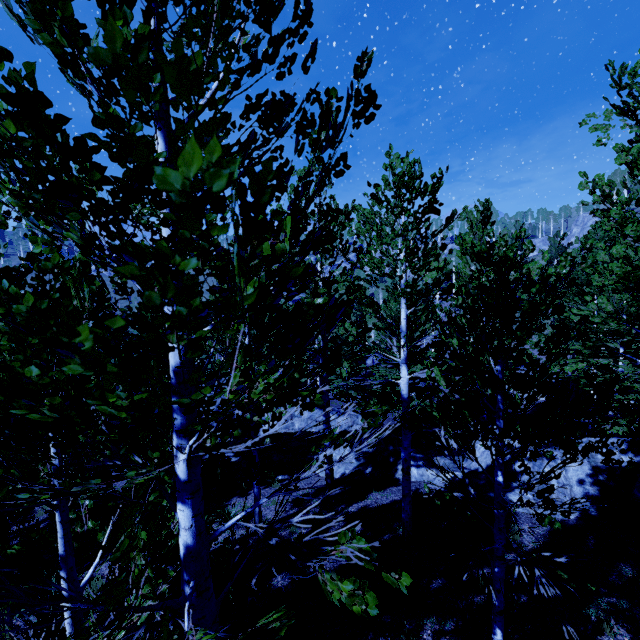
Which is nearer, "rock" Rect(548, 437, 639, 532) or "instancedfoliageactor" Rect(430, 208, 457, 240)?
"instancedfoliageactor" Rect(430, 208, 457, 240)

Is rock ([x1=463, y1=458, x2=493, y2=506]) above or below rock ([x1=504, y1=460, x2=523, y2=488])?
below

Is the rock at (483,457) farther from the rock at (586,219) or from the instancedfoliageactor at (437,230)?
the rock at (586,219)

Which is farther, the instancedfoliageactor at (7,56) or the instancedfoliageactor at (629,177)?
the instancedfoliageactor at (629,177)

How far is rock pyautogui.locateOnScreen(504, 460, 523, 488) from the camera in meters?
10.0 m

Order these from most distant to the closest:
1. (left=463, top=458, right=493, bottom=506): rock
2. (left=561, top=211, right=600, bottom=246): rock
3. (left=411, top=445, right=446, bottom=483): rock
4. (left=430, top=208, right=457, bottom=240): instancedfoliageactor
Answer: (left=561, top=211, right=600, bottom=246): rock → (left=411, top=445, right=446, bottom=483): rock → (left=463, top=458, right=493, bottom=506): rock → (left=430, top=208, right=457, bottom=240): instancedfoliageactor

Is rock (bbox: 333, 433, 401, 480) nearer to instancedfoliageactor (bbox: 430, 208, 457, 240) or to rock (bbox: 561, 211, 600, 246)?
instancedfoliageactor (bbox: 430, 208, 457, 240)

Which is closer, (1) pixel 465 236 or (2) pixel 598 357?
(1) pixel 465 236
